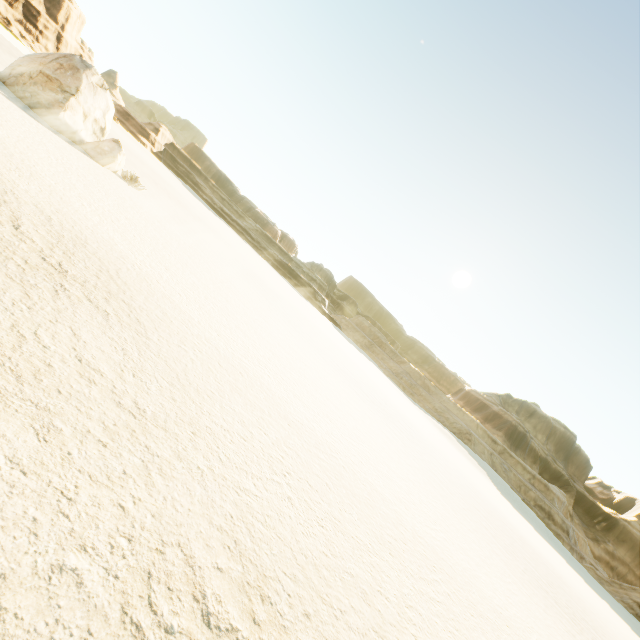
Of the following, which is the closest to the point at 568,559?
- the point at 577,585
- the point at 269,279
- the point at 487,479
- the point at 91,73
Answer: the point at 487,479
